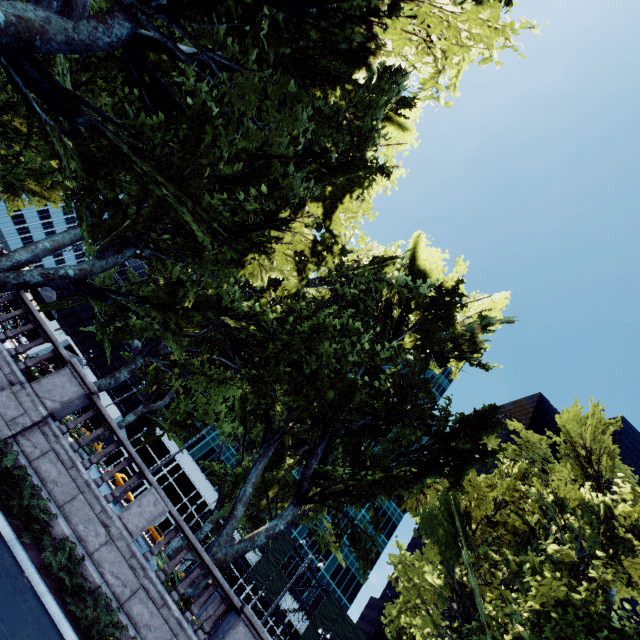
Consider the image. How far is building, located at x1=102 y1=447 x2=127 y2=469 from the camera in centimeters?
5347cm

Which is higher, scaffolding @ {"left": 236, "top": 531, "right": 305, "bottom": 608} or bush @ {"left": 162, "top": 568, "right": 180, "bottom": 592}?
scaffolding @ {"left": 236, "top": 531, "right": 305, "bottom": 608}

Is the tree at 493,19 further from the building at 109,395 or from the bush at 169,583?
the building at 109,395

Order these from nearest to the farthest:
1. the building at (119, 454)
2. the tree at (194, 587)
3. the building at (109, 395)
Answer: the tree at (194, 587) → the building at (119, 454) → the building at (109, 395)

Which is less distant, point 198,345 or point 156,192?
point 156,192

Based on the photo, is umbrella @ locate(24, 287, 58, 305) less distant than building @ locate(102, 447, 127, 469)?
Yes

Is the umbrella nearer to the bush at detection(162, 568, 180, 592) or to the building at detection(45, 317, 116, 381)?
the bush at detection(162, 568, 180, 592)
